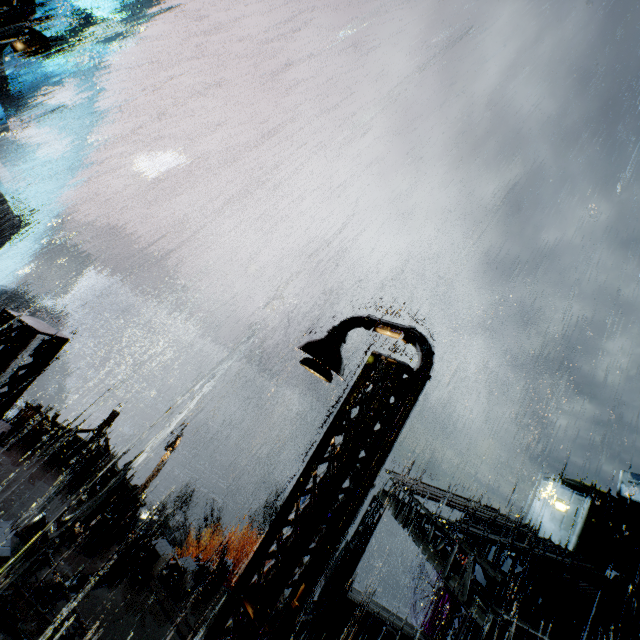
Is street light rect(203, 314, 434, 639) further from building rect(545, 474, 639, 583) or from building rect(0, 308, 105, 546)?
building rect(545, 474, 639, 583)

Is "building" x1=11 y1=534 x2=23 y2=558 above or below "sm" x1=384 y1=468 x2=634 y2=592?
below

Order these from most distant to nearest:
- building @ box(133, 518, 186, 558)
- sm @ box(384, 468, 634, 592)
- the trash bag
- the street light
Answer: building @ box(133, 518, 186, 558), the trash bag, sm @ box(384, 468, 634, 592), the street light

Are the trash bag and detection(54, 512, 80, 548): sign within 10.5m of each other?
yes

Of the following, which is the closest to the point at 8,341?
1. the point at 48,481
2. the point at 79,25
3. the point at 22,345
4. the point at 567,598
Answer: the point at 22,345

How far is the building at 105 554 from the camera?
11.57m

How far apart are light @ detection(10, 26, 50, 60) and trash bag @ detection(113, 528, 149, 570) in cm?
1645
